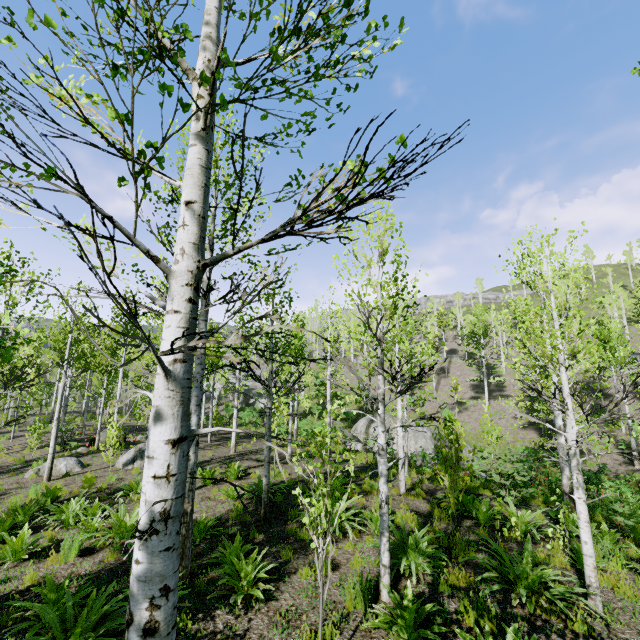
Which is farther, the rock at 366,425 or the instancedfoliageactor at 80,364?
the rock at 366,425

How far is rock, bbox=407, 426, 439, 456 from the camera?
21.1m

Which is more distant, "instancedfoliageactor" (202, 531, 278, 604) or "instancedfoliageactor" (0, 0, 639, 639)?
"instancedfoliageactor" (202, 531, 278, 604)

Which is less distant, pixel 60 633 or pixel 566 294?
pixel 60 633

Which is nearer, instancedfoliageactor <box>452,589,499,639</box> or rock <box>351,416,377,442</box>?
instancedfoliageactor <box>452,589,499,639</box>

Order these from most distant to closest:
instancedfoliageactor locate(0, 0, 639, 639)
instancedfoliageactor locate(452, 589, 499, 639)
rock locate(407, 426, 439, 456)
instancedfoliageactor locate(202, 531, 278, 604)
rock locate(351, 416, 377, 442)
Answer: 1. rock locate(351, 416, 377, 442)
2. rock locate(407, 426, 439, 456)
3. instancedfoliageactor locate(202, 531, 278, 604)
4. instancedfoliageactor locate(452, 589, 499, 639)
5. instancedfoliageactor locate(0, 0, 639, 639)
